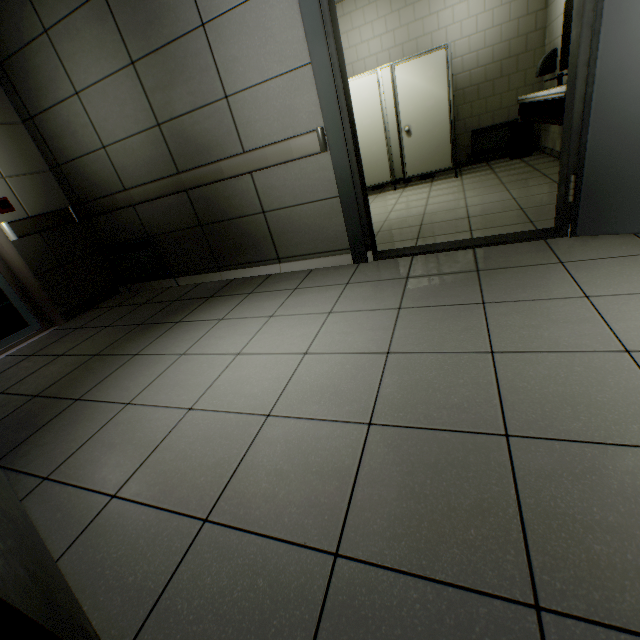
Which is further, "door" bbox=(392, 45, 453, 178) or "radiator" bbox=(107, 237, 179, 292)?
Answer: "door" bbox=(392, 45, 453, 178)

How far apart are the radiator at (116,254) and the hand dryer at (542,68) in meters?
6.3 m

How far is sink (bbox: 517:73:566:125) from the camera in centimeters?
306cm

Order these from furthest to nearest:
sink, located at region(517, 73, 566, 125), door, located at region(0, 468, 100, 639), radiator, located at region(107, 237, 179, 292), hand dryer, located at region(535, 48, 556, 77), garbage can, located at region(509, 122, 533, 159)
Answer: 1. garbage can, located at region(509, 122, 533, 159)
2. hand dryer, located at region(535, 48, 556, 77)
3. radiator, located at region(107, 237, 179, 292)
4. sink, located at region(517, 73, 566, 125)
5. door, located at region(0, 468, 100, 639)

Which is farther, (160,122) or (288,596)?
(160,122)

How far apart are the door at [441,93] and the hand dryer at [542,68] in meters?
1.4 m

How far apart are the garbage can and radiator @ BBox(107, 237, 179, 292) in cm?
631

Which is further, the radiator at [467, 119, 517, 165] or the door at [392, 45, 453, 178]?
the radiator at [467, 119, 517, 165]
